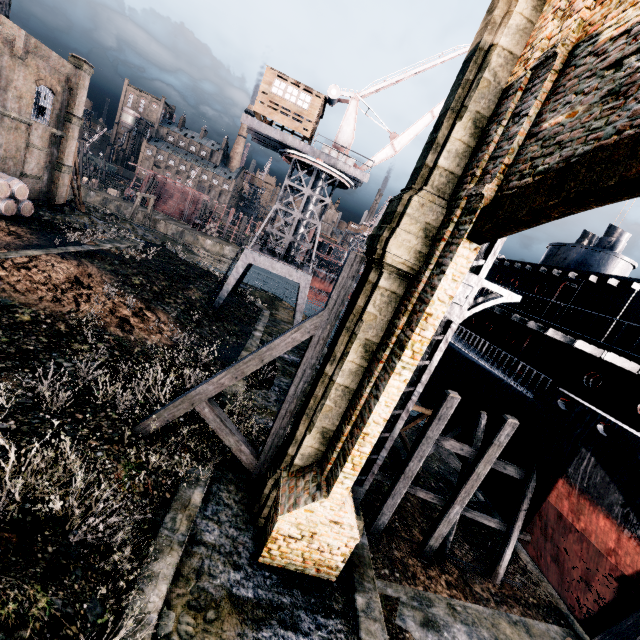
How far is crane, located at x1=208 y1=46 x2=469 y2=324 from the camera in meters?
24.8

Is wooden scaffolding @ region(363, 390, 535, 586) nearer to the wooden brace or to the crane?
the wooden brace

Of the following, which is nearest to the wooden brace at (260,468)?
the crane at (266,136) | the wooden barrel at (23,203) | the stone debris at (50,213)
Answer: the crane at (266,136)

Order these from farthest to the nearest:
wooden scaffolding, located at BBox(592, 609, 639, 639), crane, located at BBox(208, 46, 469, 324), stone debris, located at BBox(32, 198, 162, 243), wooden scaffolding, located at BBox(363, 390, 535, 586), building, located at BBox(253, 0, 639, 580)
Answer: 1. stone debris, located at BBox(32, 198, 162, 243)
2. crane, located at BBox(208, 46, 469, 324)
3. wooden scaffolding, located at BBox(363, 390, 535, 586)
4. wooden scaffolding, located at BBox(592, 609, 639, 639)
5. building, located at BBox(253, 0, 639, 580)

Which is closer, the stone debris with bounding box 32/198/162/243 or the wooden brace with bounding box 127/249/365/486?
the wooden brace with bounding box 127/249/365/486

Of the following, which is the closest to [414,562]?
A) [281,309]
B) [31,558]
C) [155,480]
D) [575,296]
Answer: [155,480]

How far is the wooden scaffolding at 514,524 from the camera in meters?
13.4 m

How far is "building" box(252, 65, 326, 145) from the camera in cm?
2348
